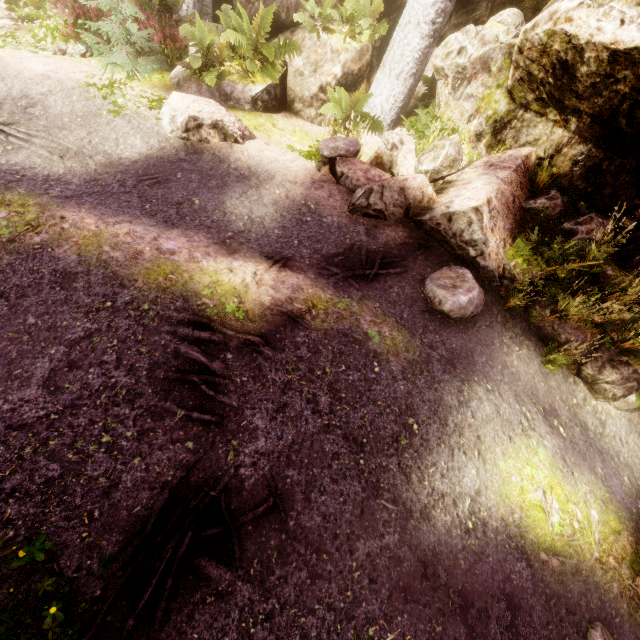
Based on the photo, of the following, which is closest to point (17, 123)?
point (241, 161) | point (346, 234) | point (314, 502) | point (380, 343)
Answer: point (241, 161)

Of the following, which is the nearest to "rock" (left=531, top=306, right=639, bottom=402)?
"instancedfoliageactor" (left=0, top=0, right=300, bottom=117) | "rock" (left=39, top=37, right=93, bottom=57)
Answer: "instancedfoliageactor" (left=0, top=0, right=300, bottom=117)

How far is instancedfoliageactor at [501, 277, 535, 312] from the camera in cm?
515

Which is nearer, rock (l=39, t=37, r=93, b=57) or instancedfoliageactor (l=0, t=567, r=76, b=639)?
instancedfoliageactor (l=0, t=567, r=76, b=639)

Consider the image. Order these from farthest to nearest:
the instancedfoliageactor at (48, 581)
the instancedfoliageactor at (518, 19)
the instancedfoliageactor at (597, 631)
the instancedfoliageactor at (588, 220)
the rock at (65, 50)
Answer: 1. the rock at (65, 50)
2. the instancedfoliageactor at (518, 19)
3. the instancedfoliageactor at (588, 220)
4. the instancedfoliageactor at (597, 631)
5. the instancedfoliageactor at (48, 581)

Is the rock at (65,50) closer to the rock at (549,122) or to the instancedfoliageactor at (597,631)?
the instancedfoliageactor at (597,631)

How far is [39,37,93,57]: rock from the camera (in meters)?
7.51
